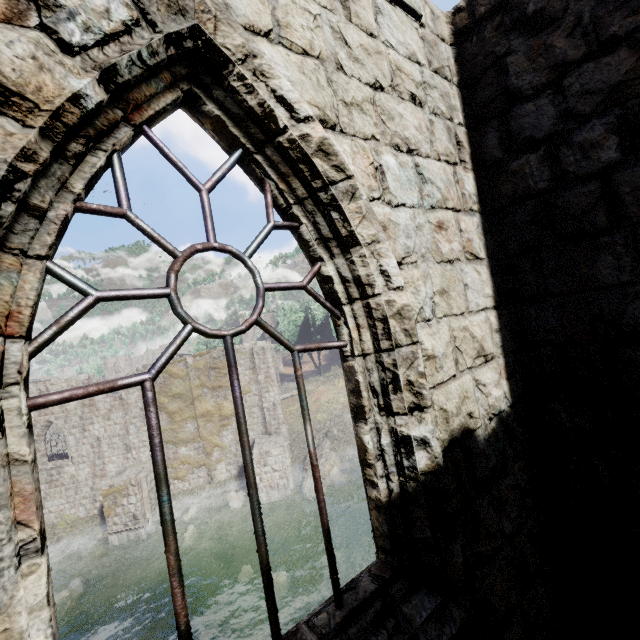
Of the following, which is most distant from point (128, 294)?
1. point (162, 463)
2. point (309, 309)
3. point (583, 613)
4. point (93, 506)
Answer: point (309, 309)

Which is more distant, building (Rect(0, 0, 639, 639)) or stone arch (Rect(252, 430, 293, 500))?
stone arch (Rect(252, 430, 293, 500))

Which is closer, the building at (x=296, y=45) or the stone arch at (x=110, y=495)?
the building at (x=296, y=45)

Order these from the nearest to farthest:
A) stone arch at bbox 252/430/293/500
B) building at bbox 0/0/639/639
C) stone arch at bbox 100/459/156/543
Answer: building at bbox 0/0/639/639 < stone arch at bbox 100/459/156/543 < stone arch at bbox 252/430/293/500

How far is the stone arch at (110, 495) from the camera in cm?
1967

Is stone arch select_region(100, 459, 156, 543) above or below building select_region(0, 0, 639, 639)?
below

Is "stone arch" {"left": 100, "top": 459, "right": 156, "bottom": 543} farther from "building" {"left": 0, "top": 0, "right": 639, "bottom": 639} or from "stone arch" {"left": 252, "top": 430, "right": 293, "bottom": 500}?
"stone arch" {"left": 252, "top": 430, "right": 293, "bottom": 500}

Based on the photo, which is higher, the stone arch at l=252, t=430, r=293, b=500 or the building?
the building
